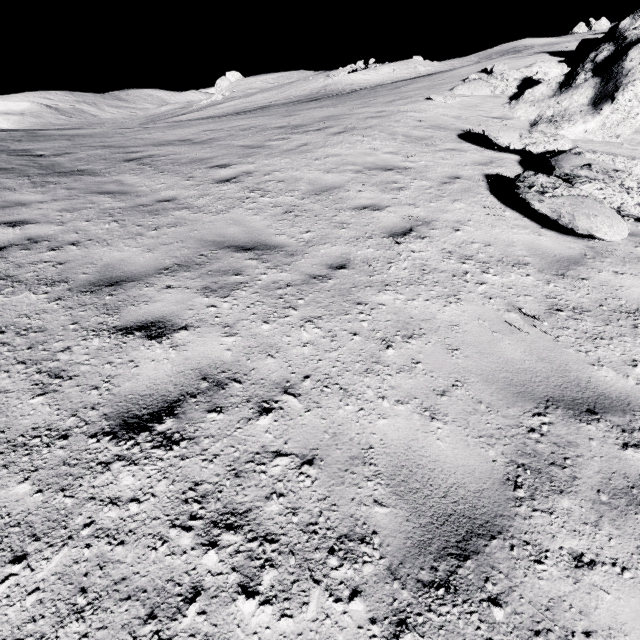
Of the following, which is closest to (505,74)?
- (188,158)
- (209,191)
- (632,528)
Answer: (188,158)
